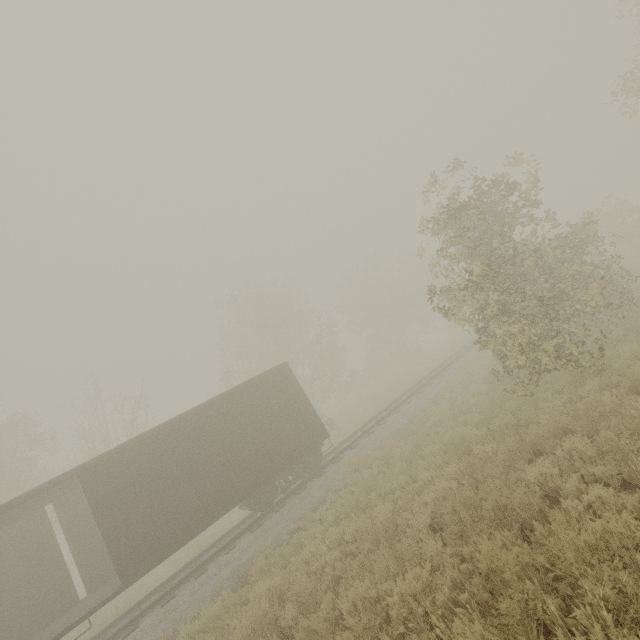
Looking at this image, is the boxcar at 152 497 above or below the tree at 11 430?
below

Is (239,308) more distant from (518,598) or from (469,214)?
(518,598)

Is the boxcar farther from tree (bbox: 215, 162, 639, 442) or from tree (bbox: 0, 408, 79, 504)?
tree (bbox: 0, 408, 79, 504)

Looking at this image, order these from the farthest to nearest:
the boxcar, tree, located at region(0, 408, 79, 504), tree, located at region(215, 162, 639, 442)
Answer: tree, located at region(0, 408, 79, 504) → the boxcar → tree, located at region(215, 162, 639, 442)

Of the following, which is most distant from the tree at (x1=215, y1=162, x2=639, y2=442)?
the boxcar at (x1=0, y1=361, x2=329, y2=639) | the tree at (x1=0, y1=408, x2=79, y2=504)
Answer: the boxcar at (x1=0, y1=361, x2=329, y2=639)

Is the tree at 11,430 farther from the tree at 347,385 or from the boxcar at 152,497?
the boxcar at 152,497
